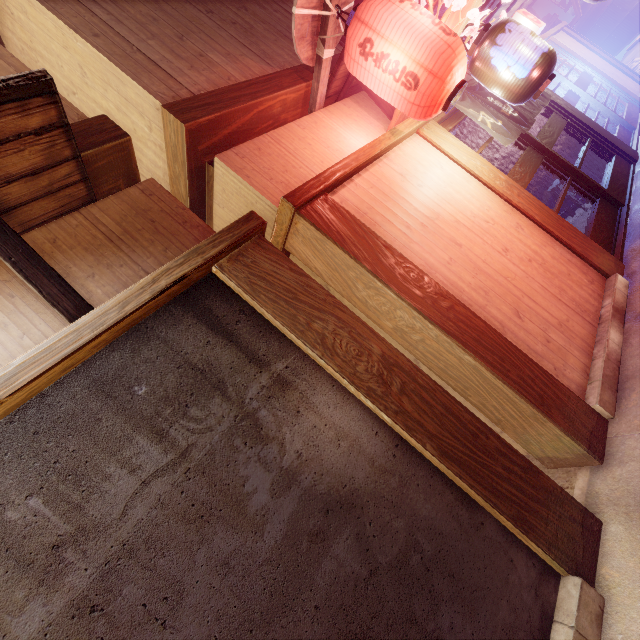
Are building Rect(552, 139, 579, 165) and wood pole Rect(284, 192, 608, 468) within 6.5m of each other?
no

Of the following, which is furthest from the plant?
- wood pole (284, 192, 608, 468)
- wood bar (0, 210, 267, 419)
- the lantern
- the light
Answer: the light

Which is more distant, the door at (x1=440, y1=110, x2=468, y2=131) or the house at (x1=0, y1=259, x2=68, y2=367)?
the door at (x1=440, y1=110, x2=468, y2=131)

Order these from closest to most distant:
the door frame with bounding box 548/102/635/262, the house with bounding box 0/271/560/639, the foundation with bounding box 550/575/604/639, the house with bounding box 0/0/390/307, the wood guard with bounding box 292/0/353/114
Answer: the house with bounding box 0/271/560/639 < the foundation with bounding box 550/575/604/639 < the house with bounding box 0/0/390/307 < the wood guard with bounding box 292/0/353/114 < the door frame with bounding box 548/102/635/262

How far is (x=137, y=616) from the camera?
2.3 meters

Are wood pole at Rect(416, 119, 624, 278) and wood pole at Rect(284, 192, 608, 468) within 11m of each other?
yes

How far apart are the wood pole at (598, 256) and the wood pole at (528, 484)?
4.9 meters

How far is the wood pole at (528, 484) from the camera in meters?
3.3 m
